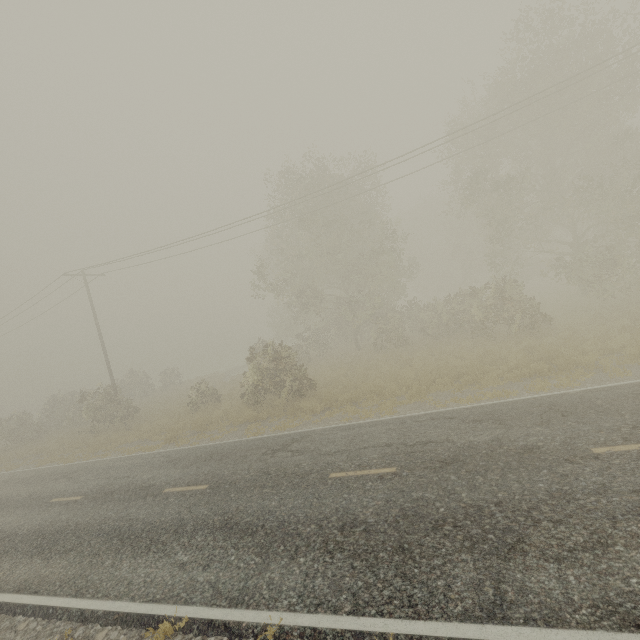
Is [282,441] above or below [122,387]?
below
